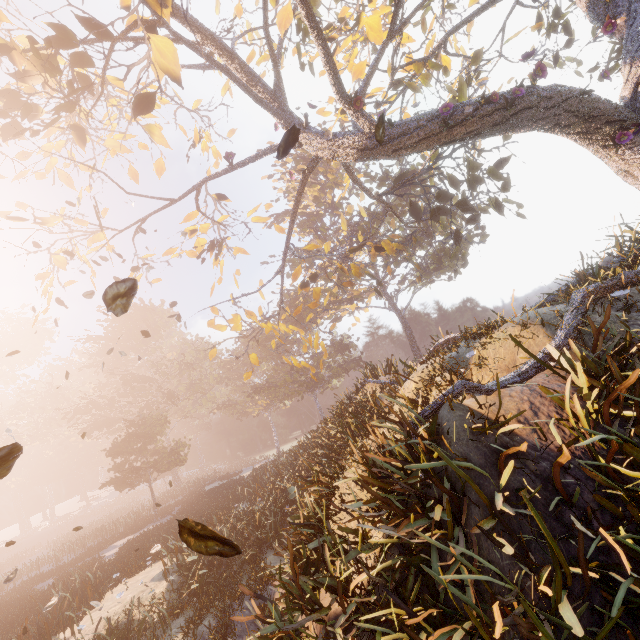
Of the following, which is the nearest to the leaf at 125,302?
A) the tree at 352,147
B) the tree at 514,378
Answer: the tree at 514,378

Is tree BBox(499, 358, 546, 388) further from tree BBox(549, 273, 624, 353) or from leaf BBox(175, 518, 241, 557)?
leaf BBox(175, 518, 241, 557)

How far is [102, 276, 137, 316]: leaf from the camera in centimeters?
145cm

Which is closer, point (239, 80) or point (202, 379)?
point (239, 80)

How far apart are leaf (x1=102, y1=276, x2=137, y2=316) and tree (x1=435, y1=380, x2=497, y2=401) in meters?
3.6

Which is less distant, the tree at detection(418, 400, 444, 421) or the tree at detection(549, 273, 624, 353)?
the tree at detection(418, 400, 444, 421)
